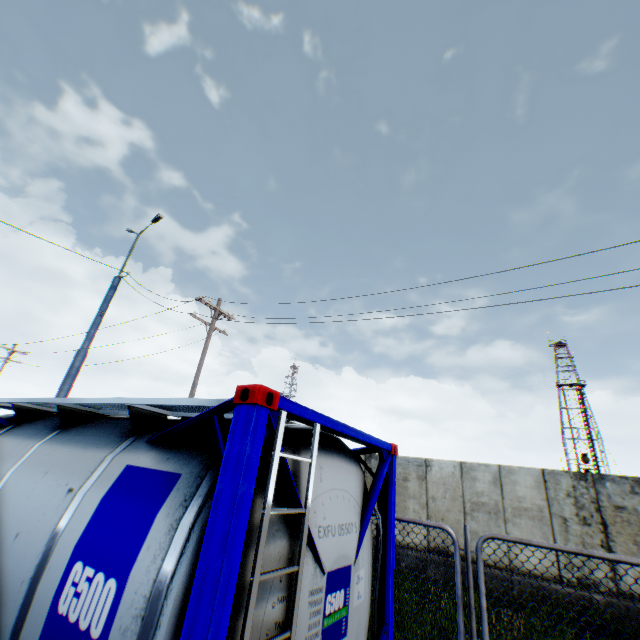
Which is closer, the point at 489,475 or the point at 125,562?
the point at 125,562

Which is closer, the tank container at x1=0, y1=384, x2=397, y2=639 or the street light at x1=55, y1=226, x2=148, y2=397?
the tank container at x1=0, y1=384, x2=397, y2=639

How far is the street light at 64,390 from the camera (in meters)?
9.34

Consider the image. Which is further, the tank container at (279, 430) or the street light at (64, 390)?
the street light at (64, 390)

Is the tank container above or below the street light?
below

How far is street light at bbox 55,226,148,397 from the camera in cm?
934
